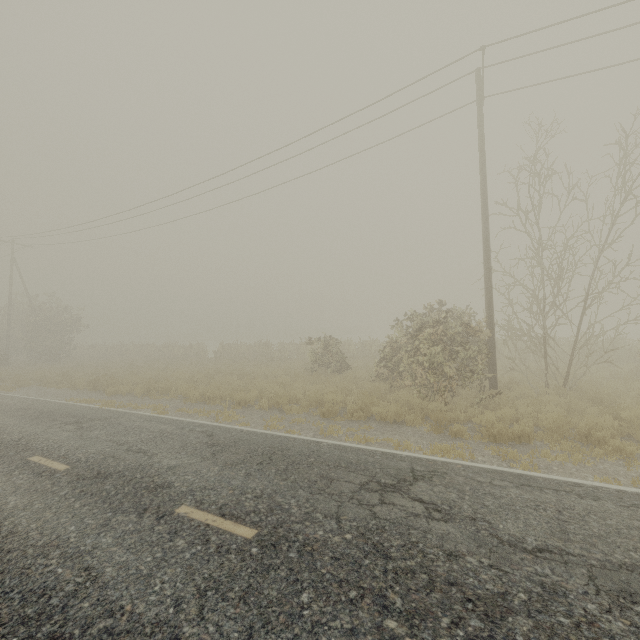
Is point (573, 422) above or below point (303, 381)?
below
